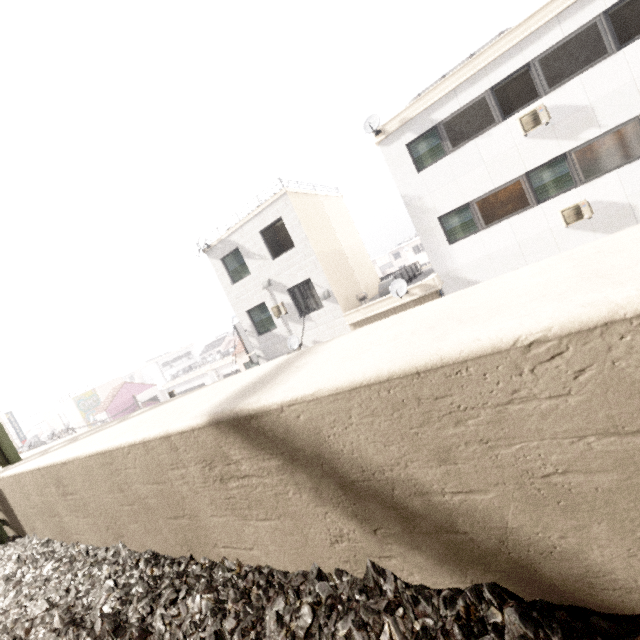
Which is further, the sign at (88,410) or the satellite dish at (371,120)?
the sign at (88,410)

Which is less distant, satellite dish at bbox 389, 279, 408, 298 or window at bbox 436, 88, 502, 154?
window at bbox 436, 88, 502, 154

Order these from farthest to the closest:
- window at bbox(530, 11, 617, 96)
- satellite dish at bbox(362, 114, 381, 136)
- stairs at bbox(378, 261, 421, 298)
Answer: stairs at bbox(378, 261, 421, 298) < satellite dish at bbox(362, 114, 381, 136) < window at bbox(530, 11, 617, 96)

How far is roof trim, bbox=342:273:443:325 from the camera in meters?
12.0 m

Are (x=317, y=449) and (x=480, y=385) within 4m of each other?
yes

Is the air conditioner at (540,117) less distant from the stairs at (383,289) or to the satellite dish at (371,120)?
the satellite dish at (371,120)

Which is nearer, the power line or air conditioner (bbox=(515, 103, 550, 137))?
the power line

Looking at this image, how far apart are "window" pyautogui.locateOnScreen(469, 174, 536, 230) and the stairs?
3.6m
